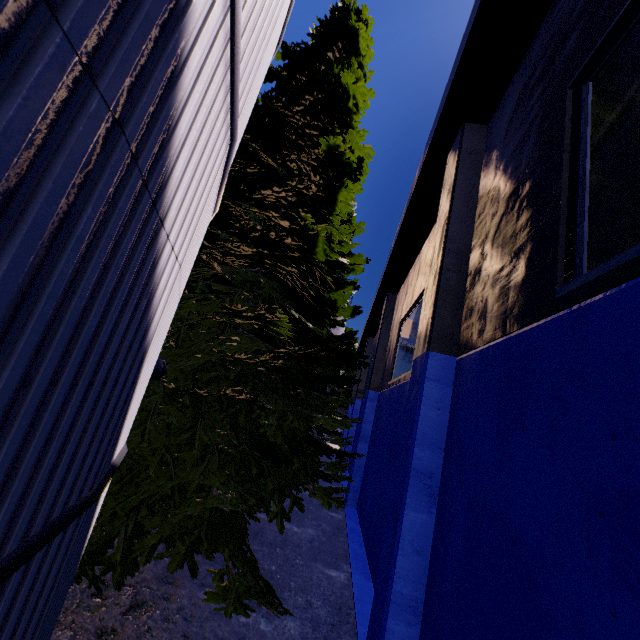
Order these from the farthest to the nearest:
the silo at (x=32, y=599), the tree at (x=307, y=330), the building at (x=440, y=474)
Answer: the tree at (x=307, y=330)
the building at (x=440, y=474)
the silo at (x=32, y=599)

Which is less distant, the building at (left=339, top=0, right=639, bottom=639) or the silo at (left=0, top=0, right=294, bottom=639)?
the silo at (left=0, top=0, right=294, bottom=639)

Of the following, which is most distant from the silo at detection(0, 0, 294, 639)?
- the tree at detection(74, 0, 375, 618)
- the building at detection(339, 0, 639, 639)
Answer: the building at detection(339, 0, 639, 639)

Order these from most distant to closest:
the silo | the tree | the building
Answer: the tree → the building → the silo

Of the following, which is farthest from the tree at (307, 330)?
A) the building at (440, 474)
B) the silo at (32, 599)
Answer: the building at (440, 474)

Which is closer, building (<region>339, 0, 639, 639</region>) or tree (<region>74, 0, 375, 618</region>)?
building (<region>339, 0, 639, 639</region>)

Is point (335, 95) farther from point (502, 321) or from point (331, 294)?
point (502, 321)
